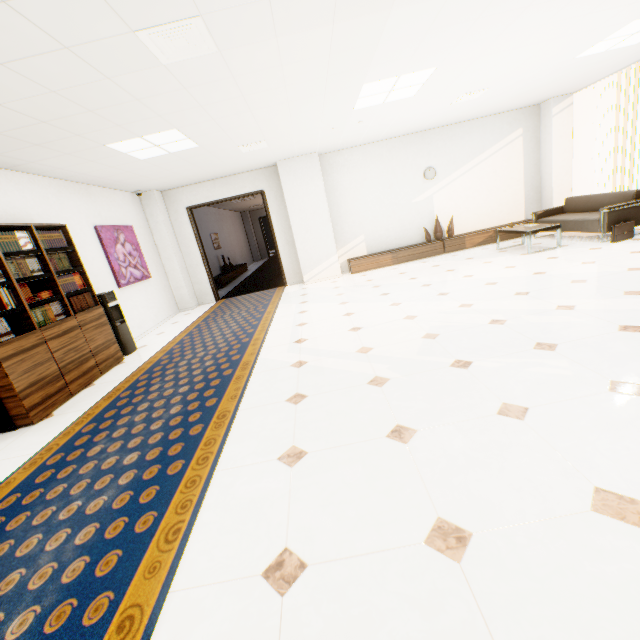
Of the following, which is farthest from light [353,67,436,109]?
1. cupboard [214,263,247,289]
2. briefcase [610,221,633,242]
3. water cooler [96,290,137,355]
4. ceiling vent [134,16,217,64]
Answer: cupboard [214,263,247,289]

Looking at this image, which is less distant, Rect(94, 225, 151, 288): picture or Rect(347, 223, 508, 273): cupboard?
Rect(94, 225, 151, 288): picture

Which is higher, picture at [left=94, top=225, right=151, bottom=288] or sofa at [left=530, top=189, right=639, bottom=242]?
picture at [left=94, top=225, right=151, bottom=288]

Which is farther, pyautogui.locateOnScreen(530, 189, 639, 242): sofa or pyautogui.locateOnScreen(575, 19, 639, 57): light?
pyautogui.locateOnScreen(530, 189, 639, 242): sofa

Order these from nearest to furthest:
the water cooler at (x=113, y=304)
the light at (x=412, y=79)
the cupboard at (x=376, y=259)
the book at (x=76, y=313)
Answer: the book at (x=76, y=313)
the light at (x=412, y=79)
the water cooler at (x=113, y=304)
the cupboard at (x=376, y=259)

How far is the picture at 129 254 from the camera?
6.0m

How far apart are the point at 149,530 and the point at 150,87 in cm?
373

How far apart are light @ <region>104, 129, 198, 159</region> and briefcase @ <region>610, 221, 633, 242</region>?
7.2 meters
